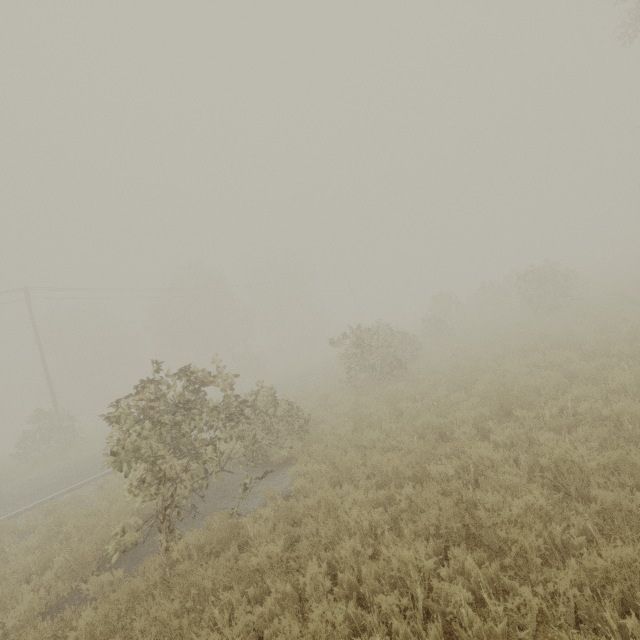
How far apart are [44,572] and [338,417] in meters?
8.3 m
